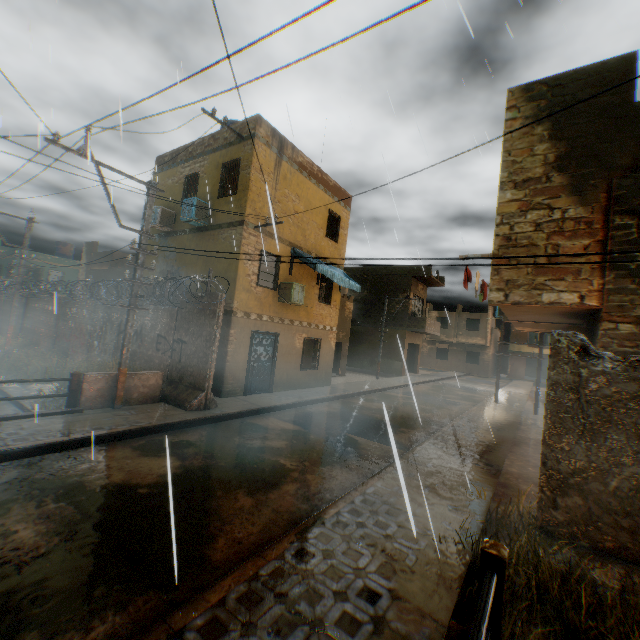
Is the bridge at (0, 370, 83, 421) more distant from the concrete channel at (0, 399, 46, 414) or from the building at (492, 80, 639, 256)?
the building at (492, 80, 639, 256)

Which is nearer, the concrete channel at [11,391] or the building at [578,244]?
the building at [578,244]

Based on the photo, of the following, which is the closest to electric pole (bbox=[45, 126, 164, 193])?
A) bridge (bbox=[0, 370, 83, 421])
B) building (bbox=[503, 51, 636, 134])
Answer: bridge (bbox=[0, 370, 83, 421])

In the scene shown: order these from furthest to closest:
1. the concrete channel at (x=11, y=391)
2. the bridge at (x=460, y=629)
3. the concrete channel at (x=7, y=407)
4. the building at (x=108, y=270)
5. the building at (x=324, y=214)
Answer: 1. the building at (x=108, y=270)
2. the building at (x=324, y=214)
3. the concrete channel at (x=11, y=391)
4. the concrete channel at (x=7, y=407)
5. the bridge at (x=460, y=629)

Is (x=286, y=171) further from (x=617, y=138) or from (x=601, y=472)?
(x=601, y=472)

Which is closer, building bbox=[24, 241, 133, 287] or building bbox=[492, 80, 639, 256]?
building bbox=[492, 80, 639, 256]

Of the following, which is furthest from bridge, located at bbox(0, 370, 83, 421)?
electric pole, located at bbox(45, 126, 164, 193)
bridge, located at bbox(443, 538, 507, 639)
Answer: bridge, located at bbox(443, 538, 507, 639)

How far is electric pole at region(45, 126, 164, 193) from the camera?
6.8m
